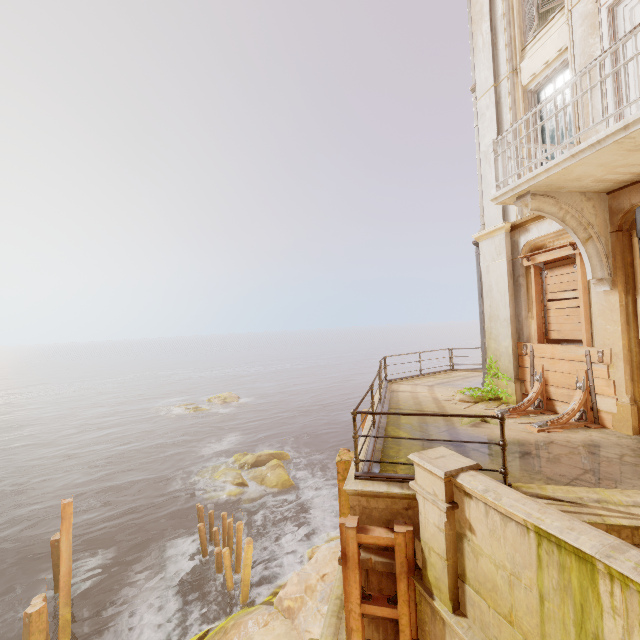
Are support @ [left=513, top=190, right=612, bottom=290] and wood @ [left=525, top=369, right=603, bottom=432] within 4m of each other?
yes

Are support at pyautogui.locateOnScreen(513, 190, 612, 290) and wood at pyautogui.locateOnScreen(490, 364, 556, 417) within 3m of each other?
yes

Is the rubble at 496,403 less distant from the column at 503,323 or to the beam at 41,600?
the column at 503,323

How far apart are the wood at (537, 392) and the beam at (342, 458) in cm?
336

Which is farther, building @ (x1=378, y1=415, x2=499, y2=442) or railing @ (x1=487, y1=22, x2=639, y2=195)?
building @ (x1=378, y1=415, x2=499, y2=442)

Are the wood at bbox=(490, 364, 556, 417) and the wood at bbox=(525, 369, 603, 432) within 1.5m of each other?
yes

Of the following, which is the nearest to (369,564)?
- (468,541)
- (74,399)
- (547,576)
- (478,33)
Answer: (468,541)

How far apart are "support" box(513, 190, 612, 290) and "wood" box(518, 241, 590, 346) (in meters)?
0.12
